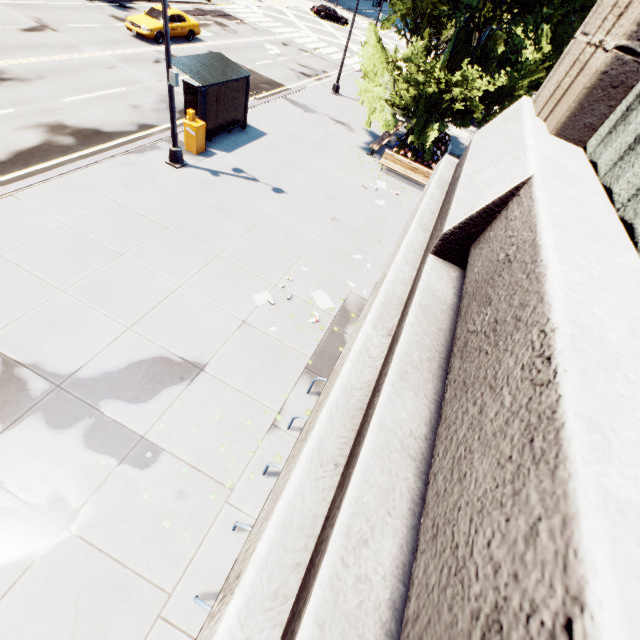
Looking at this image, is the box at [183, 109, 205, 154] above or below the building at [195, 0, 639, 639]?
below

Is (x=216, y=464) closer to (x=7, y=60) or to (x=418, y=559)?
(x=418, y=559)

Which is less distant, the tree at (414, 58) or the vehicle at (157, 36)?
the tree at (414, 58)

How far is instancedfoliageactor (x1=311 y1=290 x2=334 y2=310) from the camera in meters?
9.5

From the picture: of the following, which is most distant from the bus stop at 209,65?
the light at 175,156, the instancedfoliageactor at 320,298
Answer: the instancedfoliageactor at 320,298

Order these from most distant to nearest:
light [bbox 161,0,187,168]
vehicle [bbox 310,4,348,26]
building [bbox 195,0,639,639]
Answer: vehicle [bbox 310,4,348,26] < light [bbox 161,0,187,168] < building [bbox 195,0,639,639]

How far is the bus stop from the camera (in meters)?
12.14

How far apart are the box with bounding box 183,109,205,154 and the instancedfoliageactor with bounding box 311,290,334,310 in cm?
818
